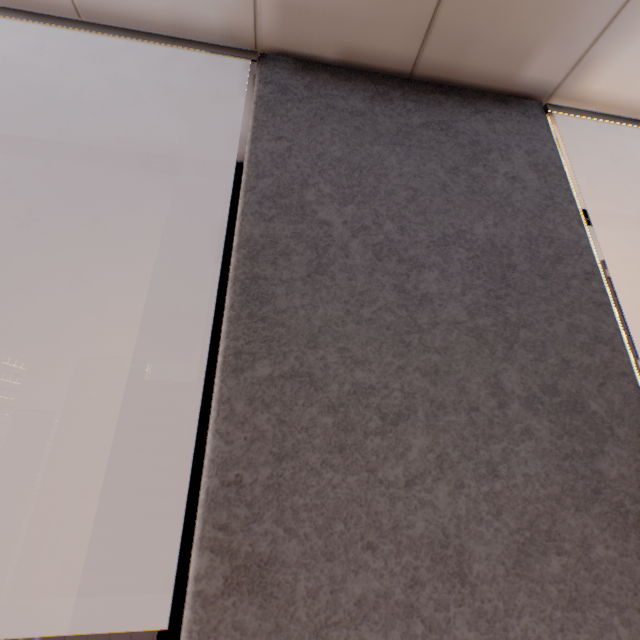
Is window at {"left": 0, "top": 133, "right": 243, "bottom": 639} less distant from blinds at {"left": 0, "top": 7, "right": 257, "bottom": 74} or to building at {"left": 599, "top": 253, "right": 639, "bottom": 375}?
blinds at {"left": 0, "top": 7, "right": 257, "bottom": 74}

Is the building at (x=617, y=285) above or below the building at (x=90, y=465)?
above

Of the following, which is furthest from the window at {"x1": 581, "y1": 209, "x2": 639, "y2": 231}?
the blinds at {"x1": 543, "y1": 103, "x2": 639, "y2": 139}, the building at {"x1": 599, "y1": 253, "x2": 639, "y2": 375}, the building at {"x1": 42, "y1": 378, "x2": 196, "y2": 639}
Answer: the building at {"x1": 599, "y1": 253, "x2": 639, "y2": 375}

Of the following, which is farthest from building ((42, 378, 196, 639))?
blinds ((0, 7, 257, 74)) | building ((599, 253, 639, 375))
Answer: A: blinds ((0, 7, 257, 74))

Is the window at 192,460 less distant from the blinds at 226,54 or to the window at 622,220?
the blinds at 226,54

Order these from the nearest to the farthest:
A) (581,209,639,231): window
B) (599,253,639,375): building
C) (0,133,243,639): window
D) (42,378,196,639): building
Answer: (0,133,243,639): window
(581,209,639,231): window
(42,378,196,639): building
(599,253,639,375): building

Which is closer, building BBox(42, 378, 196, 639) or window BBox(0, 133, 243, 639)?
window BBox(0, 133, 243, 639)

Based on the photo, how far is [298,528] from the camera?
0.56m
